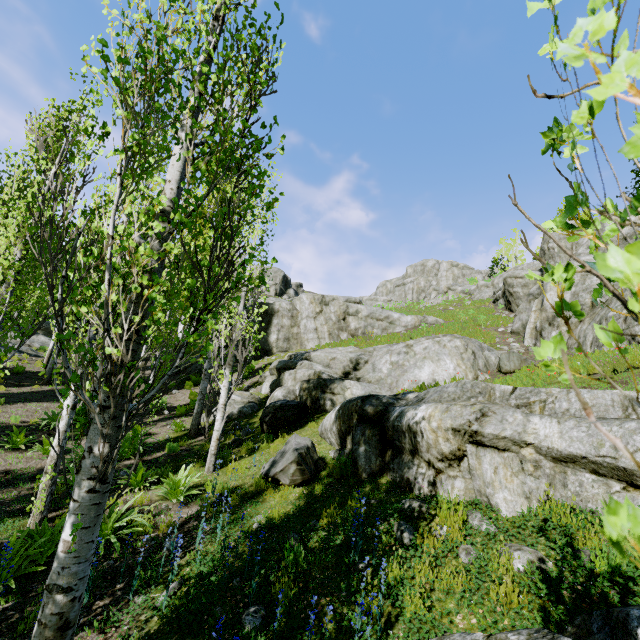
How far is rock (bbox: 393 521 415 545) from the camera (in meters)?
4.57

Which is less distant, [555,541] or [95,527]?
[95,527]

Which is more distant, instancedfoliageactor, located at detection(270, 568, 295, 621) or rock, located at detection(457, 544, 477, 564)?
rock, located at detection(457, 544, 477, 564)

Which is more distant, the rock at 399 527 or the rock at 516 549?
the rock at 399 527

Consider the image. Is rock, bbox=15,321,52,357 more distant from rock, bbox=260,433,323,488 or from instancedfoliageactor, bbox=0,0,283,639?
rock, bbox=260,433,323,488

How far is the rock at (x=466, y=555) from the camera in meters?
4.0

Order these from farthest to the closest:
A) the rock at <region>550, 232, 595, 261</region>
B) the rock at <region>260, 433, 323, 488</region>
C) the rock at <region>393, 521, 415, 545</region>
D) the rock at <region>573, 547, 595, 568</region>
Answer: the rock at <region>550, 232, 595, 261</region> → the rock at <region>260, 433, 323, 488</region> → the rock at <region>393, 521, 415, 545</region> → the rock at <region>573, 547, 595, 568</region>
